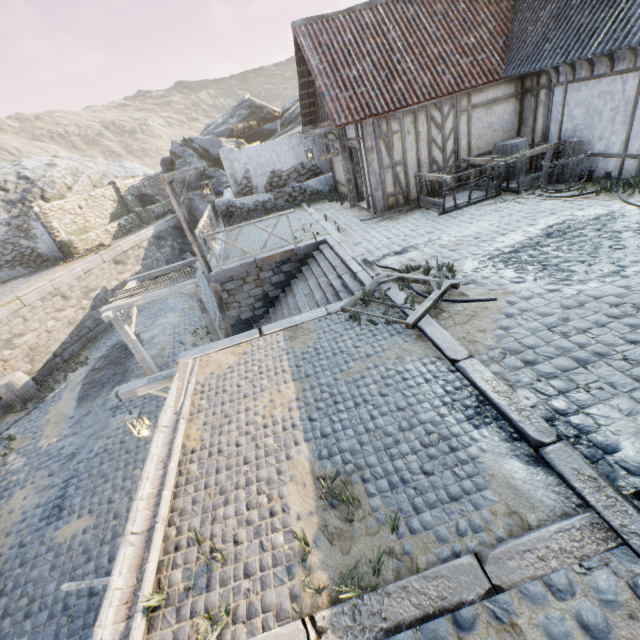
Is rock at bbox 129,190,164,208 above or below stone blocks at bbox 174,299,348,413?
above

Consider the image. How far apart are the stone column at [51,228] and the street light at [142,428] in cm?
1618

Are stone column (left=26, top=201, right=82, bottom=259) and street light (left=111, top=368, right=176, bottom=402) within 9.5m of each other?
no

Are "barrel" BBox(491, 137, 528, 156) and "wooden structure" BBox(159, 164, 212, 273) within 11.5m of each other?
yes

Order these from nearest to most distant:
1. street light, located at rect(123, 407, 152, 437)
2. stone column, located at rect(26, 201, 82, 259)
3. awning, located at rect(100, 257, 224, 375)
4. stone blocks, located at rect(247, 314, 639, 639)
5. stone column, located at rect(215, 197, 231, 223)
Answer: stone blocks, located at rect(247, 314, 639, 639), street light, located at rect(123, 407, 152, 437), awning, located at rect(100, 257, 224, 375), stone column, located at rect(215, 197, 231, 223), stone column, located at rect(26, 201, 82, 259)

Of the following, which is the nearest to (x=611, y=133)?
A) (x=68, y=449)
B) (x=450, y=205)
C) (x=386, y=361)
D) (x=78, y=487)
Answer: (x=450, y=205)

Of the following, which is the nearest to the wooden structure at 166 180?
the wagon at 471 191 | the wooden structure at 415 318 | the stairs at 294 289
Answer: the stairs at 294 289

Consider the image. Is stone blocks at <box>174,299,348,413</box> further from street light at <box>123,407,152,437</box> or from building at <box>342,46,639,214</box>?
building at <box>342,46,639,214</box>
